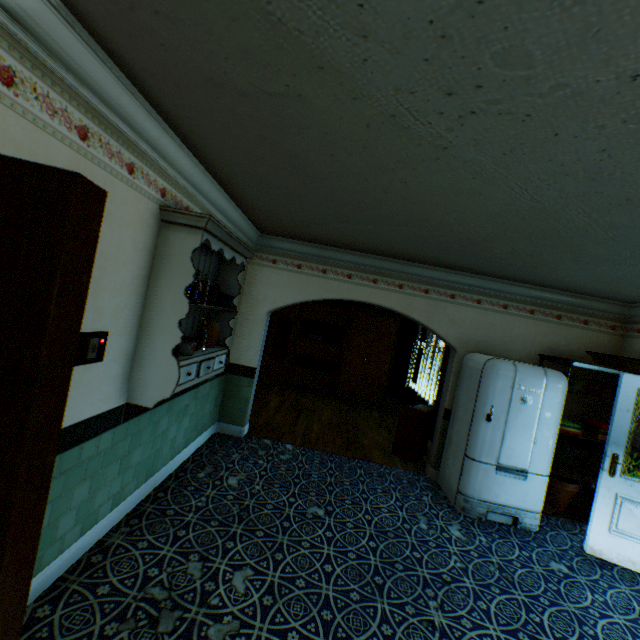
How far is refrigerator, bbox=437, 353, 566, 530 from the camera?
4.0 meters

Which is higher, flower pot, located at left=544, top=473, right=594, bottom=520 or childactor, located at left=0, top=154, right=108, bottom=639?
childactor, located at left=0, top=154, right=108, bottom=639

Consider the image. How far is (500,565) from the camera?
3.3m

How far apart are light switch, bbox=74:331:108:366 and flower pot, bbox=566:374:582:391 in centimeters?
533cm

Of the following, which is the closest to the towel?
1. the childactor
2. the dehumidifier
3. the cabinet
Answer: the dehumidifier

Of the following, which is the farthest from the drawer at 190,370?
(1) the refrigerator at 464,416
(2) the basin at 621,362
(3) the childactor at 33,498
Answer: (2) the basin at 621,362

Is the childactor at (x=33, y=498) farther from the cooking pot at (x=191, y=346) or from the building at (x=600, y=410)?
the cooking pot at (x=191, y=346)

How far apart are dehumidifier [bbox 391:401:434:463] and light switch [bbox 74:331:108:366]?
4.7m
